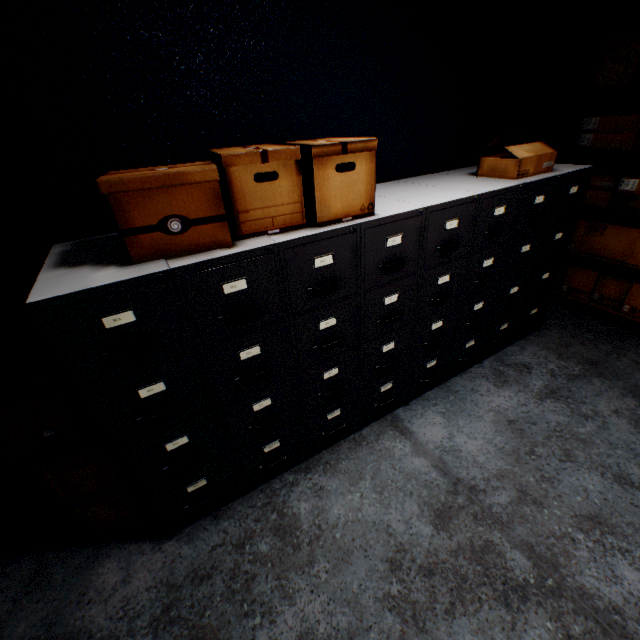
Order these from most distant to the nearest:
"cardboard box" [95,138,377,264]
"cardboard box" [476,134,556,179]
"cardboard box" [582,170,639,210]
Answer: "cardboard box" [582,170,639,210]
"cardboard box" [476,134,556,179]
"cardboard box" [95,138,377,264]

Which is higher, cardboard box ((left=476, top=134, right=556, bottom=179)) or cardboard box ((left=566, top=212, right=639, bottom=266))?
cardboard box ((left=476, top=134, right=556, bottom=179))

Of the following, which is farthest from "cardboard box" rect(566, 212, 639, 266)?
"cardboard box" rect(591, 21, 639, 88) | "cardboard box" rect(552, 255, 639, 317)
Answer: "cardboard box" rect(591, 21, 639, 88)

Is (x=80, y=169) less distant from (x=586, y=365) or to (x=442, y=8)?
(x=442, y=8)

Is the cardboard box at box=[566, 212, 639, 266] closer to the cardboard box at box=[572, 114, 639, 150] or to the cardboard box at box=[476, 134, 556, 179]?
the cardboard box at box=[572, 114, 639, 150]

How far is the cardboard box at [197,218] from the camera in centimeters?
105cm

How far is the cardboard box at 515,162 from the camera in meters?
1.9 m

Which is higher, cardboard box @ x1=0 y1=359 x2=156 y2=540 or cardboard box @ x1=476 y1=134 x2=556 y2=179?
cardboard box @ x1=476 y1=134 x2=556 y2=179
